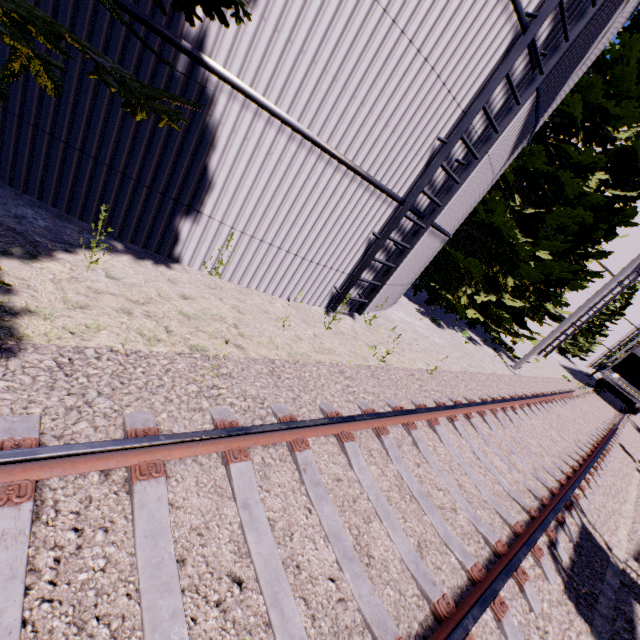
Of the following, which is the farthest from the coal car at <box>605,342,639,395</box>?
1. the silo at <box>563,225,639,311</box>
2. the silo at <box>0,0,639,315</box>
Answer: the silo at <box>0,0,639,315</box>

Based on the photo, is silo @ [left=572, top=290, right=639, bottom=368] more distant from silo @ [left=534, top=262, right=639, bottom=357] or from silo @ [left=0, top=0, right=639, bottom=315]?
silo @ [left=0, top=0, right=639, bottom=315]

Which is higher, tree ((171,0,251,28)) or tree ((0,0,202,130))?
tree ((171,0,251,28))

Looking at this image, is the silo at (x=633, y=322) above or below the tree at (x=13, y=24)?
above

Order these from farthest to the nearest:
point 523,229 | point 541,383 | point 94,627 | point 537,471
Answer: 1. point 541,383
2. point 523,229
3. point 537,471
4. point 94,627

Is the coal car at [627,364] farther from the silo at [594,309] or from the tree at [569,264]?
the tree at [569,264]

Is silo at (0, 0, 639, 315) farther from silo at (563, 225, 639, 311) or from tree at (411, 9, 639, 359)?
silo at (563, 225, 639, 311)

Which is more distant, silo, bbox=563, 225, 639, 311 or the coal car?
the coal car
